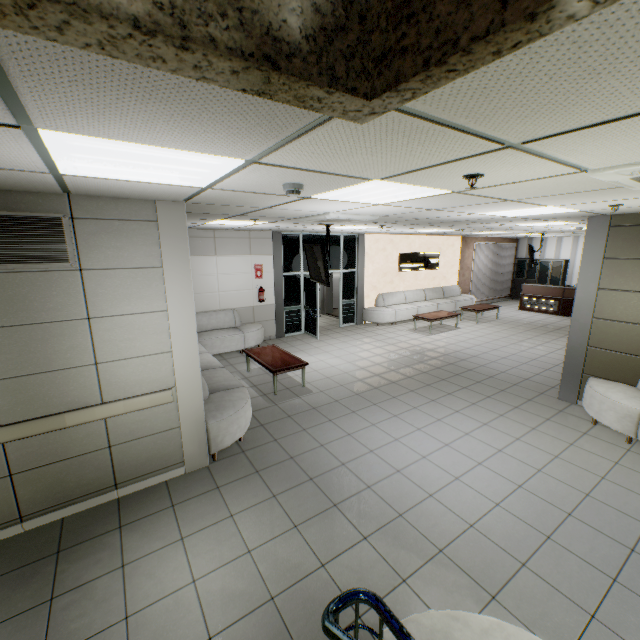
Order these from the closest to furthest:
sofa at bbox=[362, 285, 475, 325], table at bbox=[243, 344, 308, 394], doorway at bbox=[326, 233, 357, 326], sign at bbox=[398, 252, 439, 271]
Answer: table at bbox=[243, 344, 308, 394] → doorway at bbox=[326, 233, 357, 326] → sofa at bbox=[362, 285, 475, 325] → sign at bbox=[398, 252, 439, 271]

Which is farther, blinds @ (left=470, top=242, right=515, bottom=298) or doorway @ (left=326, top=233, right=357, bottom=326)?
blinds @ (left=470, top=242, right=515, bottom=298)

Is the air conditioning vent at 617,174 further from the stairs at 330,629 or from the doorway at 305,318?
the doorway at 305,318

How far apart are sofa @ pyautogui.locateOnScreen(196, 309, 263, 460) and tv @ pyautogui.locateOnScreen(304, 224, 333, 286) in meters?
2.3 m

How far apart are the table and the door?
5.3 meters

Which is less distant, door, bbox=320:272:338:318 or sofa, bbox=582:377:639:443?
sofa, bbox=582:377:639:443

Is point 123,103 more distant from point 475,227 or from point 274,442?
point 475,227

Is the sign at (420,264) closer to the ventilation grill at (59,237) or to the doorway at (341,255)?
the doorway at (341,255)
